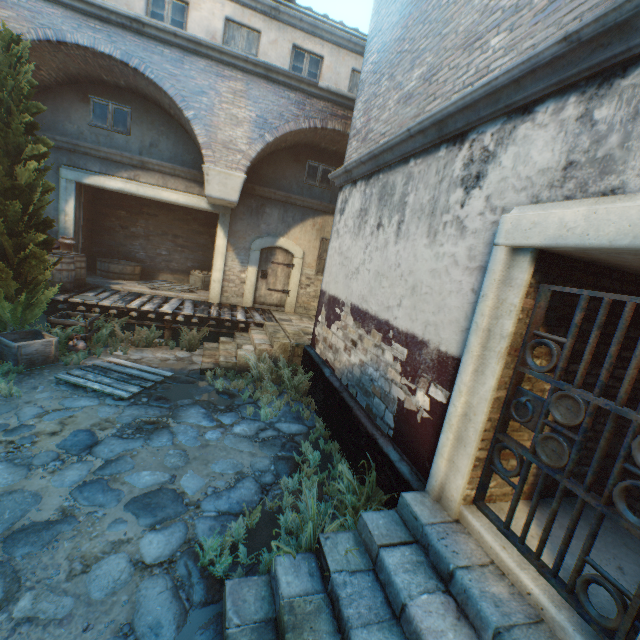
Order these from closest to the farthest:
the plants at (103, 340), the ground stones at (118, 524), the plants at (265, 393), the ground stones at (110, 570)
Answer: the ground stones at (110, 570), the ground stones at (118, 524), the plants at (265, 393), the plants at (103, 340)

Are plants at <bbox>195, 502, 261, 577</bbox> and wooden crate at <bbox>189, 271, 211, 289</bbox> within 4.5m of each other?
no

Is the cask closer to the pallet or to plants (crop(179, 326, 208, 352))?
plants (crop(179, 326, 208, 352))

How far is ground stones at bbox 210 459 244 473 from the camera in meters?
4.4 m

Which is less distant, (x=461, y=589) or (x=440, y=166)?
(x=461, y=589)

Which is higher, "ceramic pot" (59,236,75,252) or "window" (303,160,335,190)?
"window" (303,160,335,190)

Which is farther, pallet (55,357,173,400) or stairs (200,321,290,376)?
stairs (200,321,290,376)

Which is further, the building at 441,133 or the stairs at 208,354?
the stairs at 208,354
